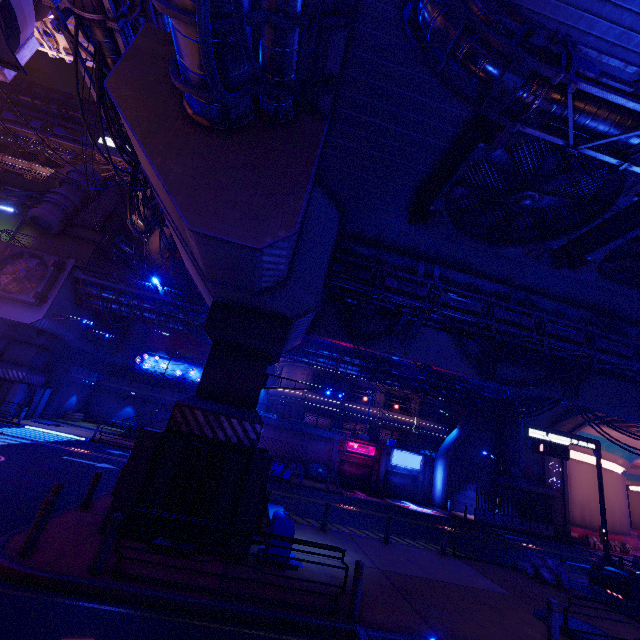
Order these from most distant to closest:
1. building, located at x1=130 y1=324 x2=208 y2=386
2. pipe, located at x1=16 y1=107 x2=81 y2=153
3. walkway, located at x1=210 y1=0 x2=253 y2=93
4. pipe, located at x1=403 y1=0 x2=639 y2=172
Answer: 1. pipe, located at x1=16 y1=107 x2=81 y2=153
2. building, located at x1=130 y1=324 x2=208 y2=386
3. walkway, located at x1=210 y1=0 x2=253 y2=93
4. pipe, located at x1=403 y1=0 x2=639 y2=172

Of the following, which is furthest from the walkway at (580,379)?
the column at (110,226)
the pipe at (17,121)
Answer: the pipe at (17,121)

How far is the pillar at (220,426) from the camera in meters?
9.1 m

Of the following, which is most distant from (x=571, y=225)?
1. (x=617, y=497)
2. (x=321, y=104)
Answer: (x=617, y=497)

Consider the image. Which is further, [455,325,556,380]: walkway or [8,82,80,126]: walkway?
[8,82,80,126]: walkway

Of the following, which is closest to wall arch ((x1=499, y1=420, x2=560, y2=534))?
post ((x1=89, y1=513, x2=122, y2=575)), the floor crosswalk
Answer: the floor crosswalk

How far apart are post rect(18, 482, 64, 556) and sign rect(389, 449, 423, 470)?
31.73m

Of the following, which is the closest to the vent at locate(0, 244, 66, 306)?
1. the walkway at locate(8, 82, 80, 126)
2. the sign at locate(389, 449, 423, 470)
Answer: the sign at locate(389, 449, 423, 470)
